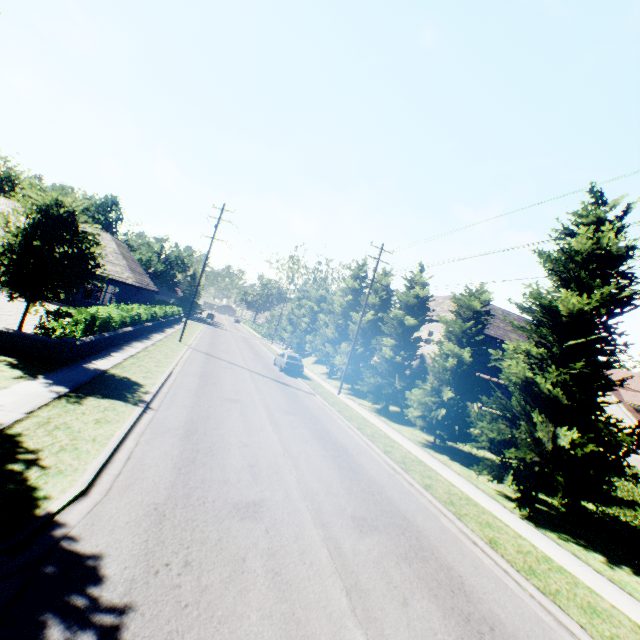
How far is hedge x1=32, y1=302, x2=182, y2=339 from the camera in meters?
12.7

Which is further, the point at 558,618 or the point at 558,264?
the point at 558,264

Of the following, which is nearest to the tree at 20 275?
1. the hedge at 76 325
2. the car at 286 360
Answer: the car at 286 360

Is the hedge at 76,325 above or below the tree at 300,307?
below

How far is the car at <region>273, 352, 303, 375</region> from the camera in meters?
26.7 m

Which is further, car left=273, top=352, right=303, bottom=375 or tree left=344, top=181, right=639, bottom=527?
car left=273, top=352, right=303, bottom=375

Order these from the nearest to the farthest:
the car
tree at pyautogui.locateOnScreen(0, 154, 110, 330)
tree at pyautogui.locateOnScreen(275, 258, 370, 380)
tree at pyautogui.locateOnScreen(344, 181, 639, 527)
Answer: tree at pyautogui.locateOnScreen(344, 181, 639, 527) → tree at pyautogui.locateOnScreen(0, 154, 110, 330) → the car → tree at pyautogui.locateOnScreen(275, 258, 370, 380)

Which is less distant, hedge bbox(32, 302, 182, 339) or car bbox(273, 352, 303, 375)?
hedge bbox(32, 302, 182, 339)
